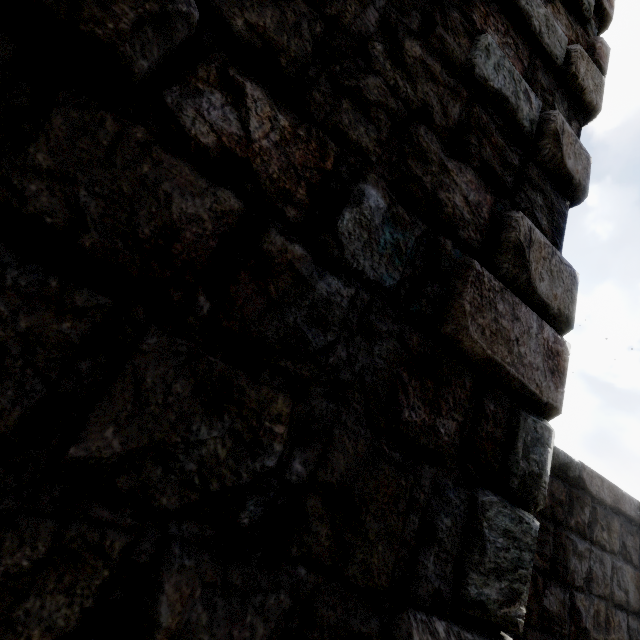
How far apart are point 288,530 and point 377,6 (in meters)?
1.97
